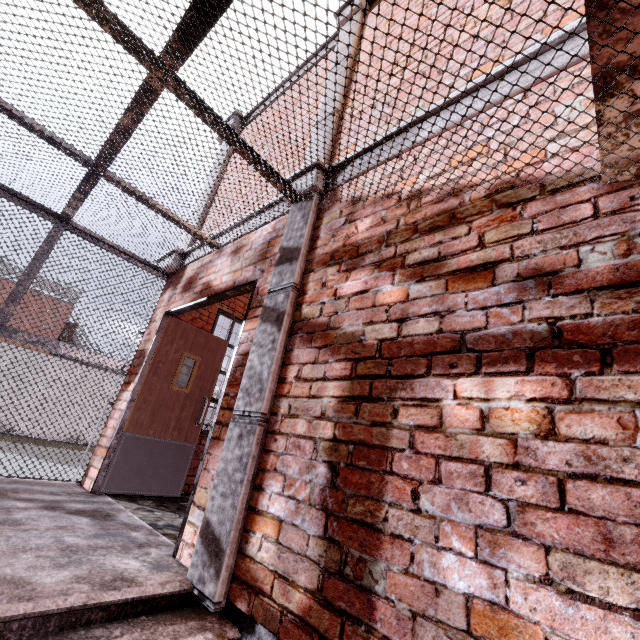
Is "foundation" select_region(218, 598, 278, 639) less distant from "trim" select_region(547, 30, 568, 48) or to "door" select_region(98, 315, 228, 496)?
"trim" select_region(547, 30, 568, 48)

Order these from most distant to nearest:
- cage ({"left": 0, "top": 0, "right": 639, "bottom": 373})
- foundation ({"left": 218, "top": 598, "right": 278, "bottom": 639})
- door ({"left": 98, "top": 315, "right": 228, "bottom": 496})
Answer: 1. door ({"left": 98, "top": 315, "right": 228, "bottom": 496})
2. foundation ({"left": 218, "top": 598, "right": 278, "bottom": 639})
3. cage ({"left": 0, "top": 0, "right": 639, "bottom": 373})

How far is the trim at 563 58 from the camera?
1.74m

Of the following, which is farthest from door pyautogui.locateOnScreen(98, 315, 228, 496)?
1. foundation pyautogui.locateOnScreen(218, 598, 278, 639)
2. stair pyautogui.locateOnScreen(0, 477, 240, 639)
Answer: foundation pyautogui.locateOnScreen(218, 598, 278, 639)

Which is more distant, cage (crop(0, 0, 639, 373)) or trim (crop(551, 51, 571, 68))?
trim (crop(551, 51, 571, 68))

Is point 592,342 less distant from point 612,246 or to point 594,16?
point 612,246

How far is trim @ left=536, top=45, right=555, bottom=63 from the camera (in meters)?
1.82

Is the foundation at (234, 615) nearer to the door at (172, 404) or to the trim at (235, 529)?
the trim at (235, 529)
